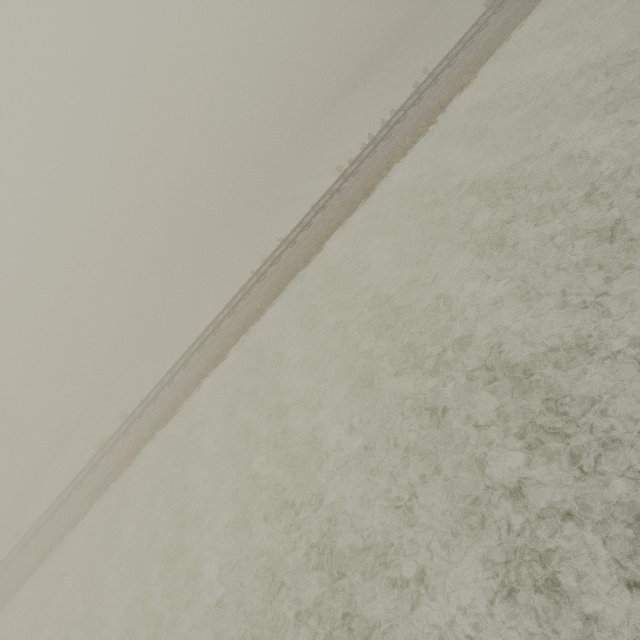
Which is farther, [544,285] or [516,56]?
[516,56]
